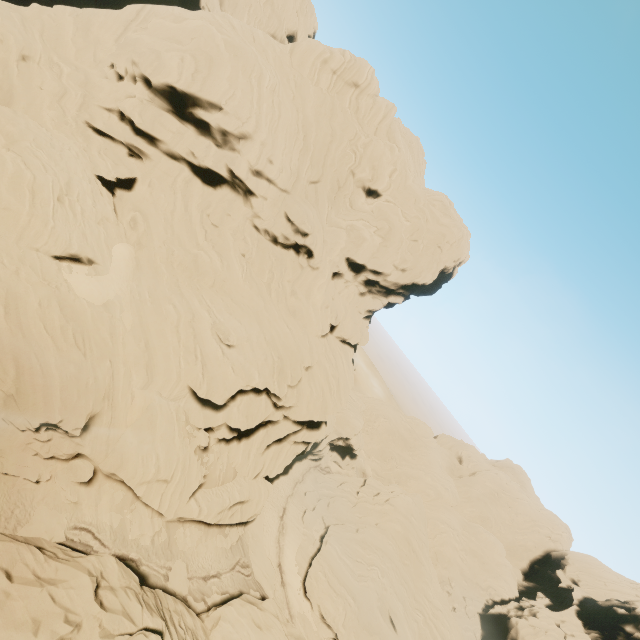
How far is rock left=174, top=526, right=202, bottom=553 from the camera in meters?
28.0 m

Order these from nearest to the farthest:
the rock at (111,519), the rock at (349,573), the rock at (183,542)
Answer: the rock at (349,573)
the rock at (111,519)
the rock at (183,542)

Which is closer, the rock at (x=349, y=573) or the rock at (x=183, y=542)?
the rock at (x=349, y=573)

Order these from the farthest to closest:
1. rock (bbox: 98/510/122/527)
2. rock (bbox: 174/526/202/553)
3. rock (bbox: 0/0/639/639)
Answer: rock (bbox: 174/526/202/553) < rock (bbox: 98/510/122/527) < rock (bbox: 0/0/639/639)

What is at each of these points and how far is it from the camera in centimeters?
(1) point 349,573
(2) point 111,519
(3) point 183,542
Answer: (1) rock, 3994cm
(2) rock, 2308cm
(3) rock, 2820cm

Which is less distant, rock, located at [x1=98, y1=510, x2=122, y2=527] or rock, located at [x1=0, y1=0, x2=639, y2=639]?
rock, located at [x1=0, y1=0, x2=639, y2=639]
